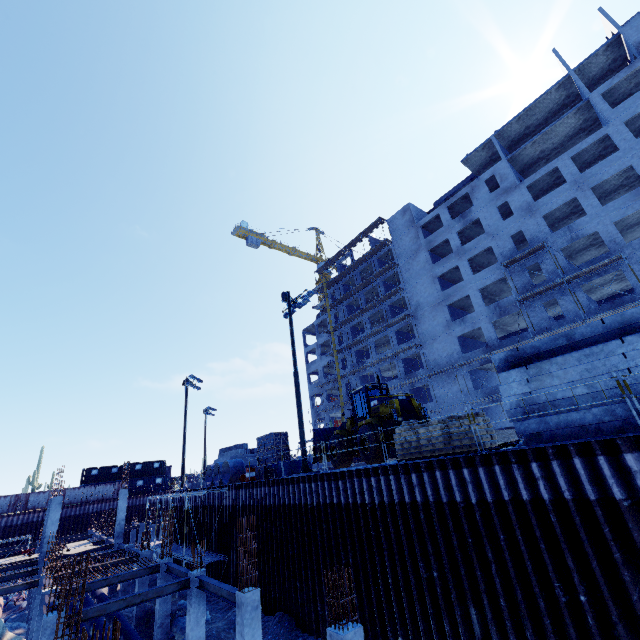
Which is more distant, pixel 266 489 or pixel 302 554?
pixel 266 489

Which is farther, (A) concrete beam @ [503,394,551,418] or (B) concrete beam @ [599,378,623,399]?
(A) concrete beam @ [503,394,551,418]

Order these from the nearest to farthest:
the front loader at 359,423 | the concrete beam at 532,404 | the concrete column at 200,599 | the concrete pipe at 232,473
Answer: the concrete beam at 532,404
the concrete column at 200,599
the front loader at 359,423
the concrete pipe at 232,473

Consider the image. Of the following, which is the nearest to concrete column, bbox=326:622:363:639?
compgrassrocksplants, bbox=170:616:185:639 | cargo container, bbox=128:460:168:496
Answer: compgrassrocksplants, bbox=170:616:185:639

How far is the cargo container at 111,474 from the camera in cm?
5052

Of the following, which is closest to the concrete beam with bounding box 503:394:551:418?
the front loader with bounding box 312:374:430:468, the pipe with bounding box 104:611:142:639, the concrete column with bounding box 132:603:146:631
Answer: the front loader with bounding box 312:374:430:468

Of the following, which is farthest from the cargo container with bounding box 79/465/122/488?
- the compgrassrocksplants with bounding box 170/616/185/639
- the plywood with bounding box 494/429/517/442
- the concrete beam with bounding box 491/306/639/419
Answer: the concrete beam with bounding box 491/306/639/419

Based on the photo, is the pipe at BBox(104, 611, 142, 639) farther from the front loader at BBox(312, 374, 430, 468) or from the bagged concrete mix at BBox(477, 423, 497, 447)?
the front loader at BBox(312, 374, 430, 468)
